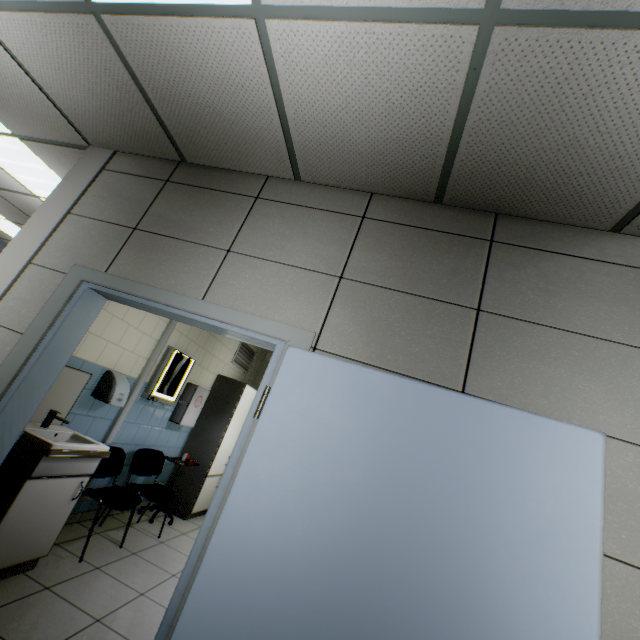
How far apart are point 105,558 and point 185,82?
4.1 meters

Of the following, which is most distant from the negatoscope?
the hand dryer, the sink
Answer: the sink

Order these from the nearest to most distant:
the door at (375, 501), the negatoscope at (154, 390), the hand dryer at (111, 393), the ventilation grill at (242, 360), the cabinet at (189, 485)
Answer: the door at (375, 501)
the hand dryer at (111, 393)
the negatoscope at (154, 390)
the cabinet at (189, 485)
the ventilation grill at (242, 360)

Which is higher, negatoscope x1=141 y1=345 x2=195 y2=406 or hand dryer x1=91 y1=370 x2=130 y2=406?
negatoscope x1=141 y1=345 x2=195 y2=406

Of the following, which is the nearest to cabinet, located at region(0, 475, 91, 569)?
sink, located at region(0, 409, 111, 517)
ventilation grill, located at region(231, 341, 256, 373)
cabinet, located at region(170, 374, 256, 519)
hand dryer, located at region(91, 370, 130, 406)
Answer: sink, located at region(0, 409, 111, 517)

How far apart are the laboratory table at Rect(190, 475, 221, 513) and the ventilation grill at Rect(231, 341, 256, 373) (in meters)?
1.88

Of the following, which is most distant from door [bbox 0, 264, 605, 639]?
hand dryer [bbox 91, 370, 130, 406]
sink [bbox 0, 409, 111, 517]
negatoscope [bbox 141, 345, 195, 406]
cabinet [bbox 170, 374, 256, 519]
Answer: cabinet [bbox 170, 374, 256, 519]

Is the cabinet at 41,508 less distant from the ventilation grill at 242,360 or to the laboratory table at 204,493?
the laboratory table at 204,493
